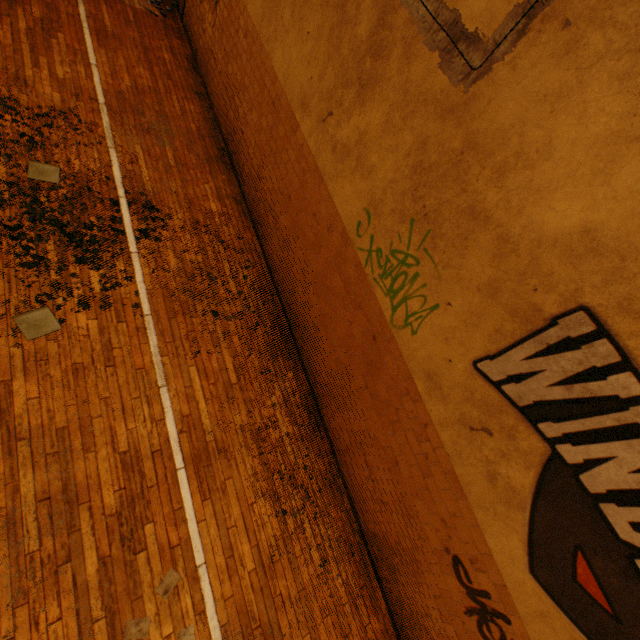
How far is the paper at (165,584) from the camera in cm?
Result: 319

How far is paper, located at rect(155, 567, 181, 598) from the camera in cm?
319

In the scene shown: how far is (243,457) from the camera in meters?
4.1
